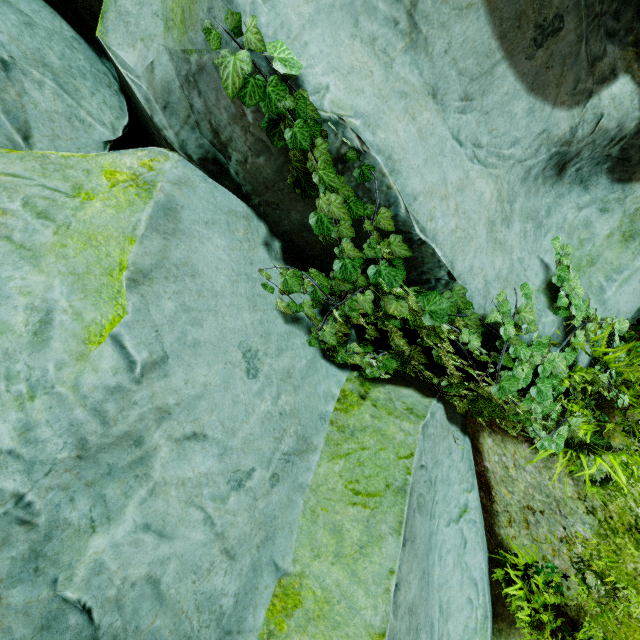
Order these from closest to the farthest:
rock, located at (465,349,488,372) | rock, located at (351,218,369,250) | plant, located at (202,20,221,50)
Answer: plant, located at (202,20,221,50) → rock, located at (351,218,369,250) → rock, located at (465,349,488,372)

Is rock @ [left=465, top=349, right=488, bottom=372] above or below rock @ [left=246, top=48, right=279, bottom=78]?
below

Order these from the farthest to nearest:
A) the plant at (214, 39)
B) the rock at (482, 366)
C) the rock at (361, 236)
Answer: the rock at (482, 366) < the rock at (361, 236) < the plant at (214, 39)

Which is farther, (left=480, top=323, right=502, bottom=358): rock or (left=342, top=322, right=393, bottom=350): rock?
(left=342, top=322, right=393, bottom=350): rock

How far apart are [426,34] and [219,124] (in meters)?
1.30

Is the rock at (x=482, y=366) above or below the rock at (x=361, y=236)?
below

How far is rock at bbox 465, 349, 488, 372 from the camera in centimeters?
279cm
